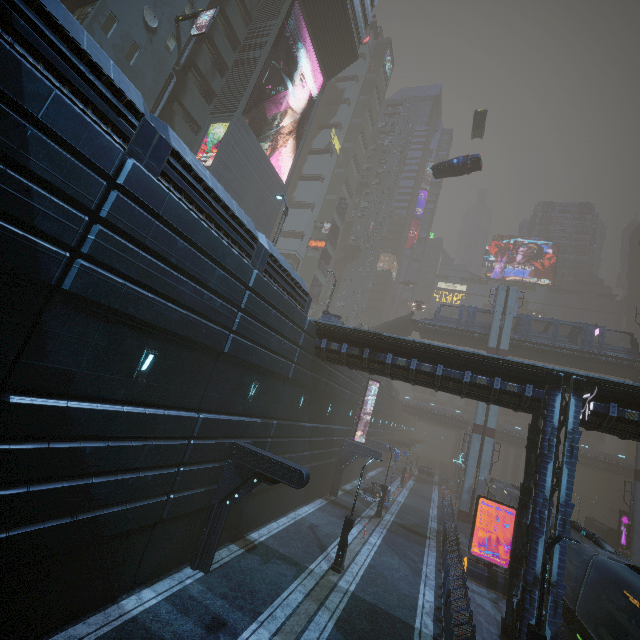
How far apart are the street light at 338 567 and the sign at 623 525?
32.1 meters

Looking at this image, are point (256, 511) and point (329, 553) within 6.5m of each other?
yes

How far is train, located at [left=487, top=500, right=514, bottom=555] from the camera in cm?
2738

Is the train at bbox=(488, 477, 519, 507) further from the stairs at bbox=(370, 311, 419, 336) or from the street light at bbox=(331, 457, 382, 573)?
the stairs at bbox=(370, 311, 419, 336)

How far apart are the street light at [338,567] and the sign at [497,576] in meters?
9.1 m

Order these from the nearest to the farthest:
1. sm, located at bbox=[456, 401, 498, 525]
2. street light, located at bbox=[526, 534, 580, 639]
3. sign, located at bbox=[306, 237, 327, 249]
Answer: street light, located at bbox=[526, 534, 580, 639], sm, located at bbox=[456, 401, 498, 525], sign, located at bbox=[306, 237, 327, 249]

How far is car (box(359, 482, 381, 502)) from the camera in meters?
30.3

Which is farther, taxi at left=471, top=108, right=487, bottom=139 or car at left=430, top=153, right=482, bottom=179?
taxi at left=471, top=108, right=487, bottom=139
